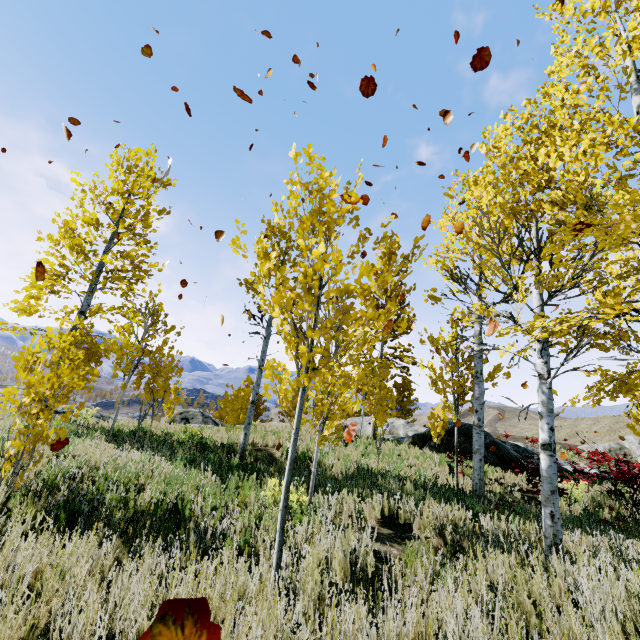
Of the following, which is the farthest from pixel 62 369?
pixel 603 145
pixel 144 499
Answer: pixel 603 145

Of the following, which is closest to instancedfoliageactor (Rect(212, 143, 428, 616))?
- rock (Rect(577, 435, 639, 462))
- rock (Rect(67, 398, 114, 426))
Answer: rock (Rect(67, 398, 114, 426))

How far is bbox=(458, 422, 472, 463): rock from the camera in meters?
13.5

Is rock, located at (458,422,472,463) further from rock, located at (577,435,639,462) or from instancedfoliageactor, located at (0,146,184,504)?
rock, located at (577,435,639,462)

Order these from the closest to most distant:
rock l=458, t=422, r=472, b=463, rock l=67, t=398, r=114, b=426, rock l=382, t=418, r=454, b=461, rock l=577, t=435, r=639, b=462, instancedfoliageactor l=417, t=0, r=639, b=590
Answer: instancedfoliageactor l=417, t=0, r=639, b=590 → rock l=67, t=398, r=114, b=426 → rock l=382, t=418, r=454, b=461 → rock l=458, t=422, r=472, b=463 → rock l=577, t=435, r=639, b=462

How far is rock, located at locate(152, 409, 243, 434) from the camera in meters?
12.1 m

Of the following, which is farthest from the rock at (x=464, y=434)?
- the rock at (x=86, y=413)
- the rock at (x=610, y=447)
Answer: the rock at (x=610, y=447)
